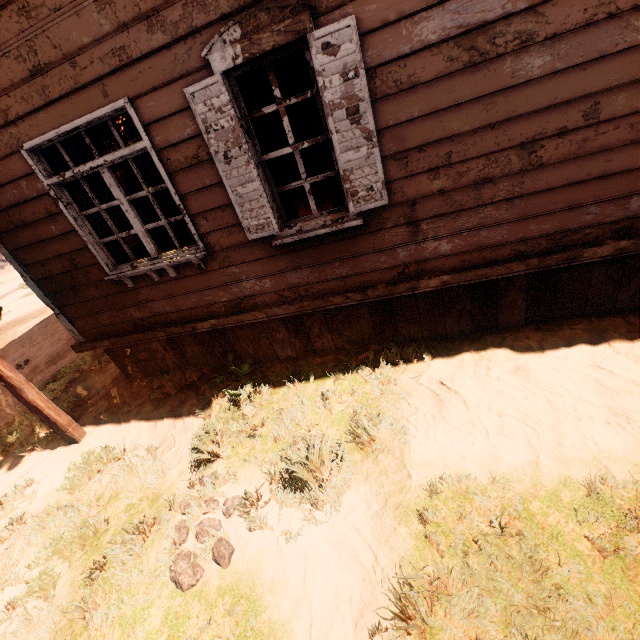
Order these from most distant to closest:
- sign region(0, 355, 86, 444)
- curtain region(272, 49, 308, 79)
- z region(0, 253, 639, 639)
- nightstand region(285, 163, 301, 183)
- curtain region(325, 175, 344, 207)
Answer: nightstand region(285, 163, 301, 183), sign region(0, 355, 86, 444), curtain region(325, 175, 344, 207), curtain region(272, 49, 308, 79), z region(0, 253, 639, 639)

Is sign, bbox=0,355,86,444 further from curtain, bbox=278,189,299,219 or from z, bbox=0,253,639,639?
curtain, bbox=278,189,299,219

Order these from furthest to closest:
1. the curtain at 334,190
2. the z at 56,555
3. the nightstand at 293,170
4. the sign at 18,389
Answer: the nightstand at 293,170 → the sign at 18,389 → the curtain at 334,190 → the z at 56,555

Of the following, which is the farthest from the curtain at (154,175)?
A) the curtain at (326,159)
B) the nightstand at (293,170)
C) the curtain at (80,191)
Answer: the nightstand at (293,170)

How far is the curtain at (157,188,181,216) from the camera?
3.5 meters

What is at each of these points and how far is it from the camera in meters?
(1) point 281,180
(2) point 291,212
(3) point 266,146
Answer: (1) curtain, 3.2 m
(2) curtain, 3.4 m
(3) curtain, 3.1 m

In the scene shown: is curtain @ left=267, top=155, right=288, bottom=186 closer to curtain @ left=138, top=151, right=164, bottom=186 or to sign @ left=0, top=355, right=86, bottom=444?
curtain @ left=138, top=151, right=164, bottom=186

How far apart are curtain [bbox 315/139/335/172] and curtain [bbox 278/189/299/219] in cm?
35
